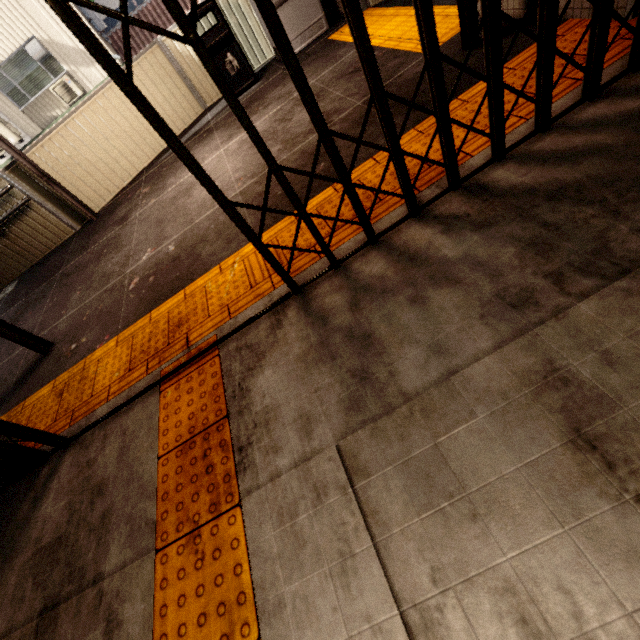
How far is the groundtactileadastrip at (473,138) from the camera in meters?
2.0 m

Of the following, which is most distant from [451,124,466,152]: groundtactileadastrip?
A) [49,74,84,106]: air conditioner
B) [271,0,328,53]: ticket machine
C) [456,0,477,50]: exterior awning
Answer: [49,74,84,106]: air conditioner

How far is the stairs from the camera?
9.48m

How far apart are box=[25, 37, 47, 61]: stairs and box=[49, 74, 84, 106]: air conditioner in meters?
0.6 m

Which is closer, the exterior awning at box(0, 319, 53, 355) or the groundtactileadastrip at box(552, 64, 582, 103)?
the groundtactileadastrip at box(552, 64, 582, 103)

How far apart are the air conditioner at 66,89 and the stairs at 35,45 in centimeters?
56cm

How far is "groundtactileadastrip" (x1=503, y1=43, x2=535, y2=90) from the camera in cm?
219

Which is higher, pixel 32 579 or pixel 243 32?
pixel 243 32
